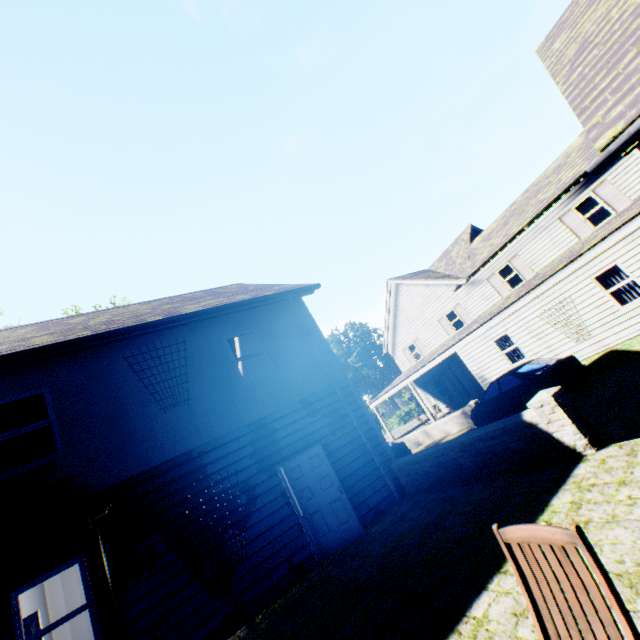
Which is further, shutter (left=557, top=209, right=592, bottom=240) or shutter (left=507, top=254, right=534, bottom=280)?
shutter (left=507, top=254, right=534, bottom=280)

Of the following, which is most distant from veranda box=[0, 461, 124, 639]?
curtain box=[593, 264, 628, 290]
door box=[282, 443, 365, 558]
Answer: curtain box=[593, 264, 628, 290]

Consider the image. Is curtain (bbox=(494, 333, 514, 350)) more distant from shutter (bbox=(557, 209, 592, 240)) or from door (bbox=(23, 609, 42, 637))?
door (bbox=(23, 609, 42, 637))

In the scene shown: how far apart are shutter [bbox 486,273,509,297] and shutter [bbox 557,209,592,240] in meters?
4.3

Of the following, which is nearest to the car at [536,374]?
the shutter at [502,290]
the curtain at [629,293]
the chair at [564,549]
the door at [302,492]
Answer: the curtain at [629,293]

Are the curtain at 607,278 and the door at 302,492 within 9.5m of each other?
no

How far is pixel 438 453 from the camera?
7.44m

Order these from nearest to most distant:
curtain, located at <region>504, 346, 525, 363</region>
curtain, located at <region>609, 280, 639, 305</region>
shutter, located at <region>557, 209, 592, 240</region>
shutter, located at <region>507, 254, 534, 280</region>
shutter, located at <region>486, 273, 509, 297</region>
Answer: curtain, located at <region>609, 280, 639, 305</region>, curtain, located at <region>504, 346, 525, 363</region>, shutter, located at <region>557, 209, 592, 240</region>, shutter, located at <region>507, 254, 534, 280</region>, shutter, located at <region>486, 273, 509, 297</region>
